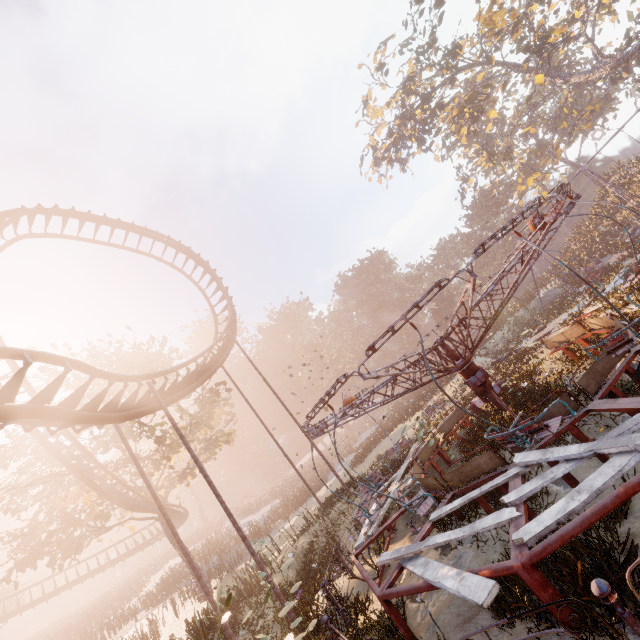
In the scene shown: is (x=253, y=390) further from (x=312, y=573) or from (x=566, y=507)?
(x=566, y=507)

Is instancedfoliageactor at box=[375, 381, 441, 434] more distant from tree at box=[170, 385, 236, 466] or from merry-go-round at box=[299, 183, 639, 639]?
tree at box=[170, 385, 236, 466]

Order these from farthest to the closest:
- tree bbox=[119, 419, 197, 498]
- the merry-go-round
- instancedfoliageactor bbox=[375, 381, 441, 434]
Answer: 1. instancedfoliageactor bbox=[375, 381, 441, 434]
2. tree bbox=[119, 419, 197, 498]
3. the merry-go-round

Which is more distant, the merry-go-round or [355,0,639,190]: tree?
[355,0,639,190]: tree

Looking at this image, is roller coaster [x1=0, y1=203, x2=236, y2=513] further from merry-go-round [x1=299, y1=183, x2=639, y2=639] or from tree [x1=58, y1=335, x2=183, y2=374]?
merry-go-round [x1=299, y1=183, x2=639, y2=639]

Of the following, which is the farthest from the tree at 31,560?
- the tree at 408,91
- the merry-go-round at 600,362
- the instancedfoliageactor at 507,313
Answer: the tree at 408,91

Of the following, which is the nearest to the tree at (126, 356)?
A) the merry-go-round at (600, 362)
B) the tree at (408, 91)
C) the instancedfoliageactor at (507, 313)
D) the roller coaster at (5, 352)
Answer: the roller coaster at (5, 352)

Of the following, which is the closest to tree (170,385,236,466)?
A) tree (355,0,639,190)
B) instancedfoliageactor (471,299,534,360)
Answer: instancedfoliageactor (471,299,534,360)
